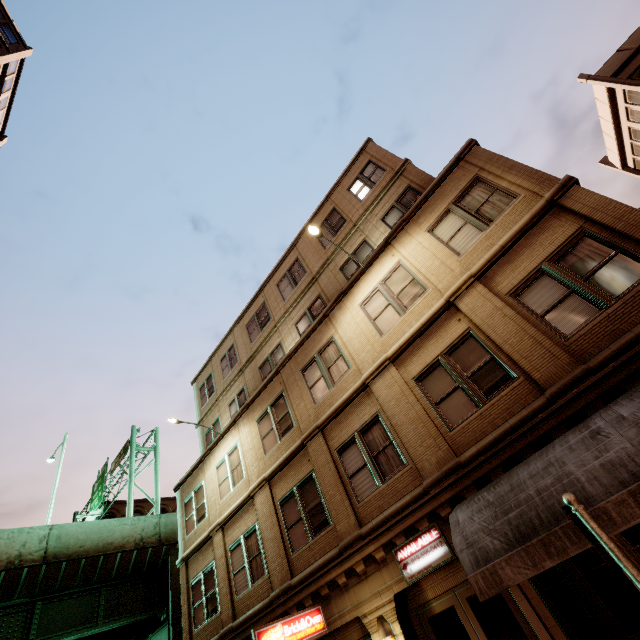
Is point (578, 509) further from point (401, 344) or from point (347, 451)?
point (347, 451)

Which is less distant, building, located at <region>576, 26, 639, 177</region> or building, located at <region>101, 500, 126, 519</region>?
building, located at <region>576, 26, 639, 177</region>

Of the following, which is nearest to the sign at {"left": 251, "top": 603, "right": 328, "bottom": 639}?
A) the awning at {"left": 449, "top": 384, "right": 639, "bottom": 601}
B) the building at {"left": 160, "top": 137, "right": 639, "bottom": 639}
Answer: the building at {"left": 160, "top": 137, "right": 639, "bottom": 639}

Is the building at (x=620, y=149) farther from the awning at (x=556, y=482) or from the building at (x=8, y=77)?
the building at (x=8, y=77)

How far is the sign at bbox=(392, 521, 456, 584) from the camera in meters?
7.4

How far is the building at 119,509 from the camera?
41.72m

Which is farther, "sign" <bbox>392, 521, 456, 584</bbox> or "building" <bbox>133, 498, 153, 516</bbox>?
"building" <bbox>133, 498, 153, 516</bbox>

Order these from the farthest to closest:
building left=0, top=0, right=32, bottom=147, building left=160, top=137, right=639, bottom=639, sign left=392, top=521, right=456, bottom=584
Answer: building left=0, top=0, right=32, bottom=147 < sign left=392, top=521, right=456, bottom=584 < building left=160, top=137, right=639, bottom=639
